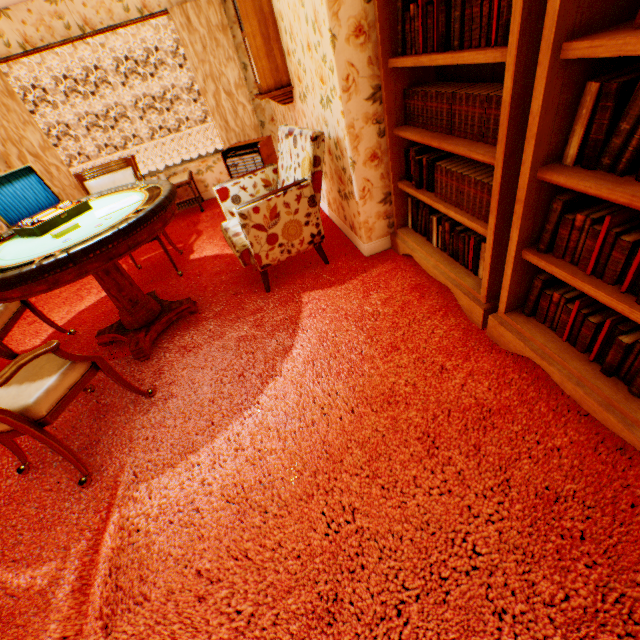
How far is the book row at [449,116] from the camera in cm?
168

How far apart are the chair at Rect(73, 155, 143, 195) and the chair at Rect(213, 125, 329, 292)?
0.82m

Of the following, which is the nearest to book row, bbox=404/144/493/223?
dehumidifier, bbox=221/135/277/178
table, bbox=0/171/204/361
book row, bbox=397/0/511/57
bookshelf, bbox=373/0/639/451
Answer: bookshelf, bbox=373/0/639/451

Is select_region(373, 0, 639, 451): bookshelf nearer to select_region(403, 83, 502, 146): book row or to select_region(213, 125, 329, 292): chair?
select_region(403, 83, 502, 146): book row

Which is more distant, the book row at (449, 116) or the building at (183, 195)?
the building at (183, 195)

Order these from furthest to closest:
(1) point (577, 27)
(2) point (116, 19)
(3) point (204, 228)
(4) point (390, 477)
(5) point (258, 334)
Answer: (3) point (204, 228) < (2) point (116, 19) < (5) point (258, 334) < (4) point (390, 477) < (1) point (577, 27)

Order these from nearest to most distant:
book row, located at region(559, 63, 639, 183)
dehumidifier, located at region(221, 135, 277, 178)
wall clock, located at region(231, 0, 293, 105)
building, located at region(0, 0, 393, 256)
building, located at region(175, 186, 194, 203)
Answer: book row, located at region(559, 63, 639, 183) → building, located at region(0, 0, 393, 256) → wall clock, located at region(231, 0, 293, 105) → dehumidifier, located at region(221, 135, 277, 178) → building, located at region(175, 186, 194, 203)

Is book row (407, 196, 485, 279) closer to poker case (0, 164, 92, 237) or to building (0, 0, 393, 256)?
building (0, 0, 393, 256)
